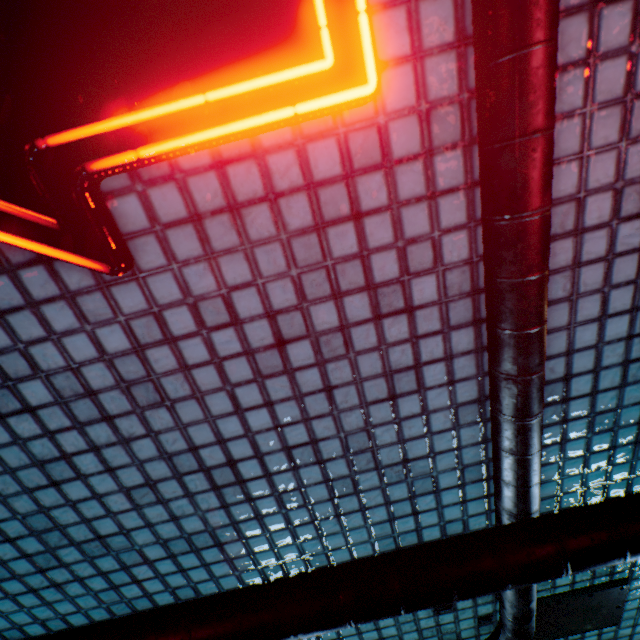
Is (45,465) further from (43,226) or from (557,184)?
(557,184)
